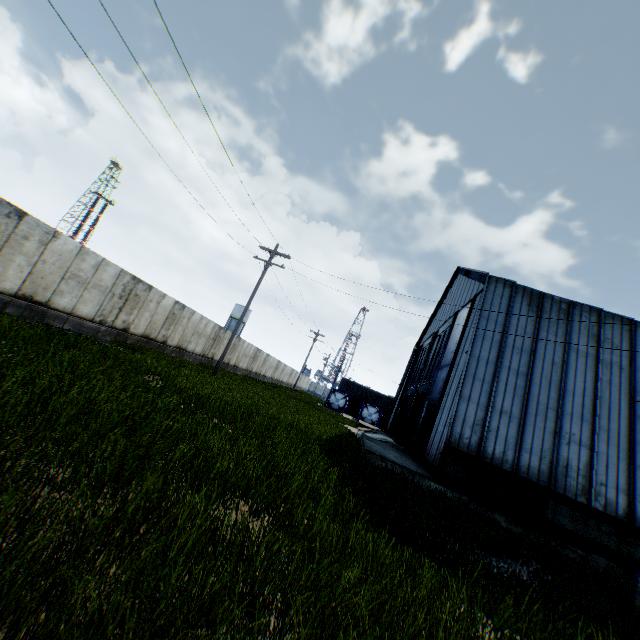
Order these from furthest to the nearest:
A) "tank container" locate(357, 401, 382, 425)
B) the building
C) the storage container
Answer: the storage container < "tank container" locate(357, 401, 382, 425) < the building

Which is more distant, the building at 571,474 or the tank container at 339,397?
the tank container at 339,397

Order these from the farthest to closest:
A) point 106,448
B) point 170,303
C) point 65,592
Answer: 1. point 170,303
2. point 106,448
3. point 65,592

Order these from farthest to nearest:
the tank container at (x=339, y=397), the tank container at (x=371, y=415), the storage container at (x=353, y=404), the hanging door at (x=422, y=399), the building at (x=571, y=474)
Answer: the storage container at (x=353, y=404) < the tank container at (x=339, y=397) < the tank container at (x=371, y=415) < the hanging door at (x=422, y=399) < the building at (x=571, y=474)

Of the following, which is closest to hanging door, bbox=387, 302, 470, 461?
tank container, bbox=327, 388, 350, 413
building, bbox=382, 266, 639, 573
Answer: building, bbox=382, 266, 639, 573

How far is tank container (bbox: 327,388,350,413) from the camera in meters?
47.2

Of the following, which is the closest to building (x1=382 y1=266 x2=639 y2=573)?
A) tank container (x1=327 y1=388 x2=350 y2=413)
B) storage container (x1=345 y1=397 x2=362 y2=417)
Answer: tank container (x1=327 y1=388 x2=350 y2=413)
